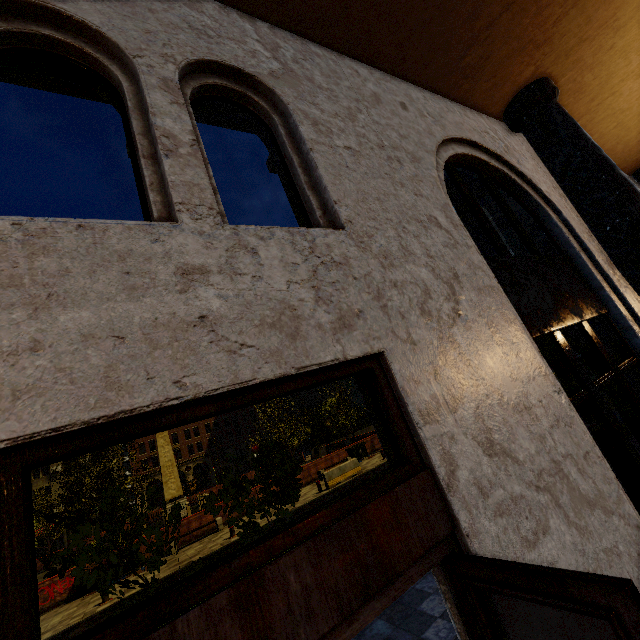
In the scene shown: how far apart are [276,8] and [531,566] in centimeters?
458cm

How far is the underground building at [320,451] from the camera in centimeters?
4041cm

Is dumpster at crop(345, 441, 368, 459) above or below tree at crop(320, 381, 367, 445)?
below

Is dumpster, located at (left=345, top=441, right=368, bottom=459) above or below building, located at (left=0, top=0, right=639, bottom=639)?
below

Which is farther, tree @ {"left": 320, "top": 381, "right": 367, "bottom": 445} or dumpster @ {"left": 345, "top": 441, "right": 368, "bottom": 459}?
tree @ {"left": 320, "top": 381, "right": 367, "bottom": 445}

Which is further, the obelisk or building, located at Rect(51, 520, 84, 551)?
building, located at Rect(51, 520, 84, 551)

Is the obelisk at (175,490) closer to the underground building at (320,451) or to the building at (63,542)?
the underground building at (320,451)

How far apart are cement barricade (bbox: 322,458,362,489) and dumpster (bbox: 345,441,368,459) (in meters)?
4.40
